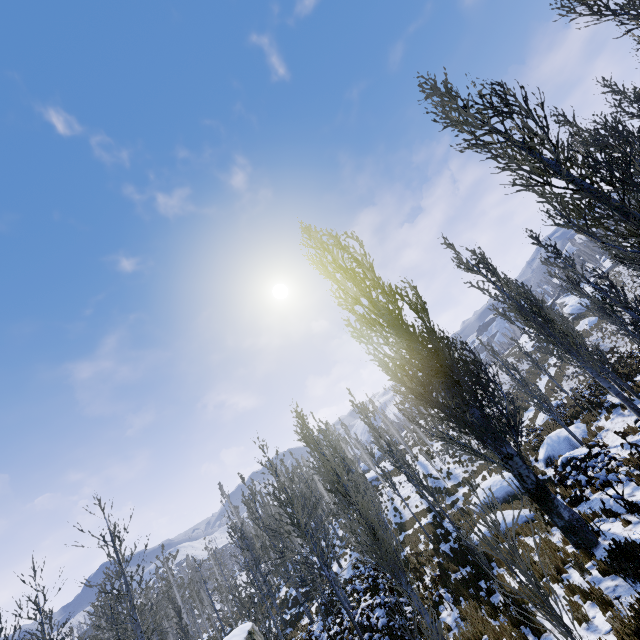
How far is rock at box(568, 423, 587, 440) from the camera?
17.8m

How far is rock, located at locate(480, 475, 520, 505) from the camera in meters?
17.8

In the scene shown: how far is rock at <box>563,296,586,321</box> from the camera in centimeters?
5132cm

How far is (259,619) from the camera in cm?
1997

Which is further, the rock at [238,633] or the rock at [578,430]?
the rock at [578,430]

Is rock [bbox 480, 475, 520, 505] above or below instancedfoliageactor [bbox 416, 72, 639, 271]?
below

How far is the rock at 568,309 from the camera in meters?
51.3 m

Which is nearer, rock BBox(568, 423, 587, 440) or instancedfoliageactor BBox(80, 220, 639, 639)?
instancedfoliageactor BBox(80, 220, 639, 639)
